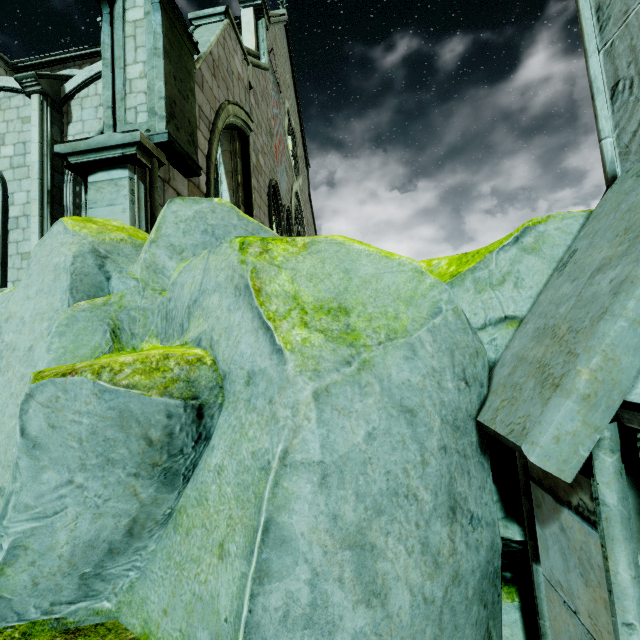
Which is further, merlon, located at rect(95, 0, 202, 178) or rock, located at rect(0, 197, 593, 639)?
merlon, located at rect(95, 0, 202, 178)

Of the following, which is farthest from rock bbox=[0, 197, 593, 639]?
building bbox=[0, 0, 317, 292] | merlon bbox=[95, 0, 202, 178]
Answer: merlon bbox=[95, 0, 202, 178]

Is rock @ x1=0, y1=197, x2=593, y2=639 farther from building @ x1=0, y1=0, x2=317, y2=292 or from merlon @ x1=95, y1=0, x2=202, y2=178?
merlon @ x1=95, y1=0, x2=202, y2=178

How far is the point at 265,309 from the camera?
1.75m

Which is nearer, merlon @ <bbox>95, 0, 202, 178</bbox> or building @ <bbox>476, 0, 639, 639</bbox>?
building @ <bbox>476, 0, 639, 639</bbox>

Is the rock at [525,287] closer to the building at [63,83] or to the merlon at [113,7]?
the building at [63,83]

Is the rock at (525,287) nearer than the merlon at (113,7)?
Yes
